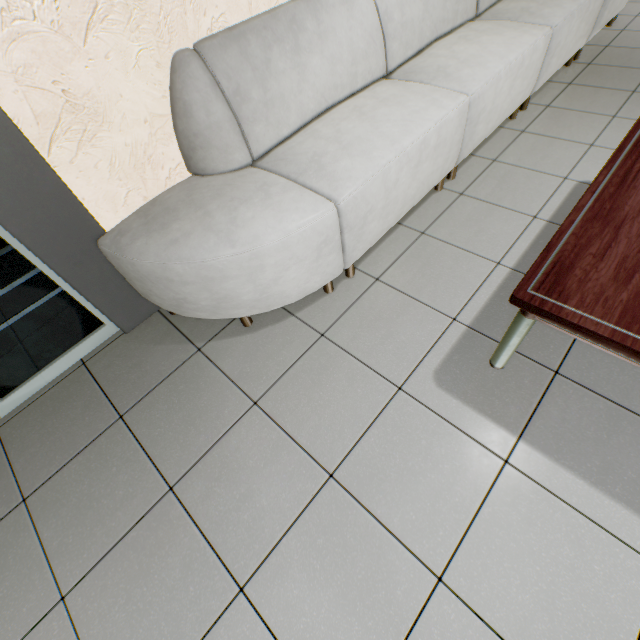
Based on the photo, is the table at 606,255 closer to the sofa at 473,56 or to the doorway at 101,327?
the sofa at 473,56

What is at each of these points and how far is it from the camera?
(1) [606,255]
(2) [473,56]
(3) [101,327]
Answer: (1) table, 1.1 meters
(2) sofa, 2.1 meters
(3) doorway, 1.9 meters

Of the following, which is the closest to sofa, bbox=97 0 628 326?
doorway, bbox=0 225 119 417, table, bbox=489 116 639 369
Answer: doorway, bbox=0 225 119 417

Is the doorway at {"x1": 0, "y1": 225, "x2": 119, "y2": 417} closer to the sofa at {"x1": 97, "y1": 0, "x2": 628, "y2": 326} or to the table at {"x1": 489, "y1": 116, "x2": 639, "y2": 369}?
the sofa at {"x1": 97, "y1": 0, "x2": 628, "y2": 326}
